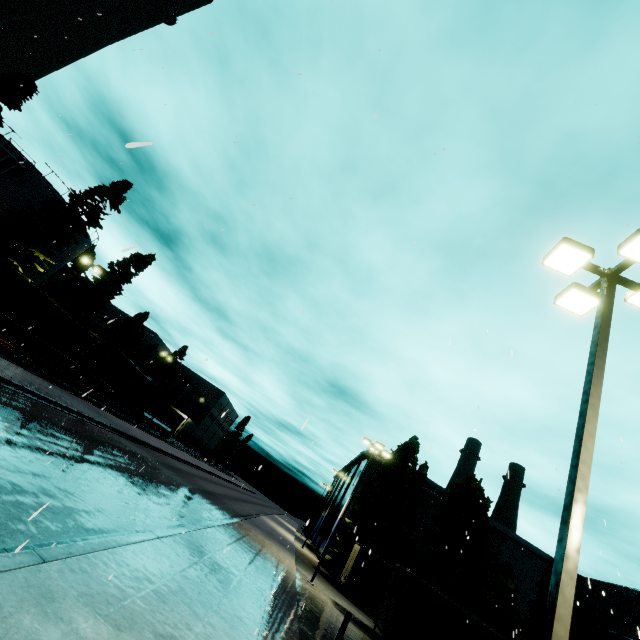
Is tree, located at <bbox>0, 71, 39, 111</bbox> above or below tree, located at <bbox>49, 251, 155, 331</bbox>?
above

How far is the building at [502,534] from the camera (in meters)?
40.12

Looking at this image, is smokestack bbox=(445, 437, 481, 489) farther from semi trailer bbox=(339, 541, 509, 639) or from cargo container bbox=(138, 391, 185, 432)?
cargo container bbox=(138, 391, 185, 432)

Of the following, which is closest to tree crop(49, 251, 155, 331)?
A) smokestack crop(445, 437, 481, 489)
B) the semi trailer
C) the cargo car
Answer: the cargo car

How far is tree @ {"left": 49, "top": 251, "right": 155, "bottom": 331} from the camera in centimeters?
3647cm

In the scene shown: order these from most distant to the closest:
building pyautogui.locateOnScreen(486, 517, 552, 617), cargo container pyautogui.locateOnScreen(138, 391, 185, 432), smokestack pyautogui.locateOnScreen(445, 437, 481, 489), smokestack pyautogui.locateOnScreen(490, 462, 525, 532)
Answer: smokestack pyautogui.locateOnScreen(445, 437, 481, 489) < smokestack pyautogui.locateOnScreen(490, 462, 525, 532) < cargo container pyautogui.locateOnScreen(138, 391, 185, 432) < building pyautogui.locateOnScreen(486, 517, 552, 617)

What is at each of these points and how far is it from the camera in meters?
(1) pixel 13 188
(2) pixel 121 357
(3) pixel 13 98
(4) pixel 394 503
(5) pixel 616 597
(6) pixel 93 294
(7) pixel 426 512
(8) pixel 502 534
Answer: (1) silo, 30.7
(2) cargo car, 31.6
(3) tree, 29.2
(4) tree, 30.5
(5) building, 20.2
(6) tree, 38.5
(7) building, 43.8
(8) building, 43.2

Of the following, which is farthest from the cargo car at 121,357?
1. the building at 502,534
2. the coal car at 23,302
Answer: the building at 502,534
